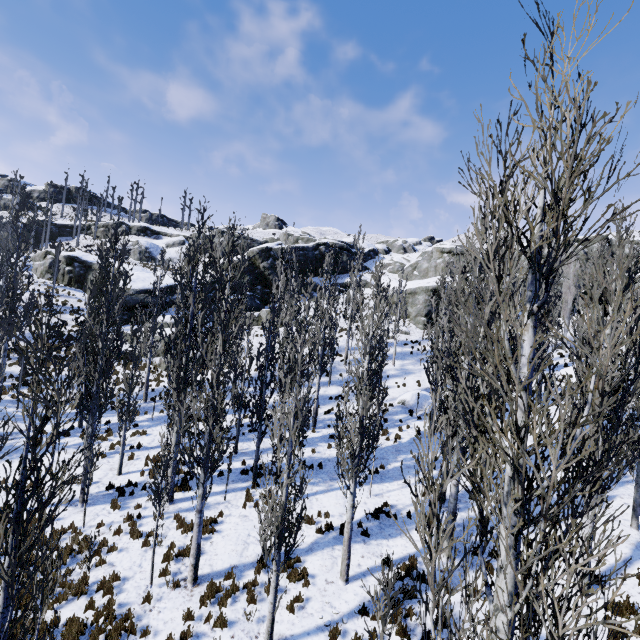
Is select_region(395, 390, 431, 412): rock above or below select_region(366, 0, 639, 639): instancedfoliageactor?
below

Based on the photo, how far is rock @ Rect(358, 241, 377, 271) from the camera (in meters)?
52.08

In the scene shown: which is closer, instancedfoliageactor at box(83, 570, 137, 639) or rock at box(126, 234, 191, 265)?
instancedfoliageactor at box(83, 570, 137, 639)

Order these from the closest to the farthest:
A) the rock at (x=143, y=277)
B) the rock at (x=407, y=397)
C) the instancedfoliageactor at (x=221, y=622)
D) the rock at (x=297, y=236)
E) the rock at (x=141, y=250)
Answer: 1. the instancedfoliageactor at (x=221, y=622)
2. the rock at (x=407, y=397)
3. the rock at (x=143, y=277)
4. the rock at (x=297, y=236)
5. the rock at (x=141, y=250)

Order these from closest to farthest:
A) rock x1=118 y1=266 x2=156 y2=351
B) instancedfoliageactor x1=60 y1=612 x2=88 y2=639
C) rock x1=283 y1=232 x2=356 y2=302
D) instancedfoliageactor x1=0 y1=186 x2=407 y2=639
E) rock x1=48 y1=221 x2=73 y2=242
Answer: instancedfoliageactor x1=0 y1=186 x2=407 y2=639
instancedfoliageactor x1=60 y1=612 x2=88 y2=639
rock x1=118 y1=266 x2=156 y2=351
rock x1=283 y1=232 x2=356 y2=302
rock x1=48 y1=221 x2=73 y2=242

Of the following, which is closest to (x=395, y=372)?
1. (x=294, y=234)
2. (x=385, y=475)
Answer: (x=385, y=475)

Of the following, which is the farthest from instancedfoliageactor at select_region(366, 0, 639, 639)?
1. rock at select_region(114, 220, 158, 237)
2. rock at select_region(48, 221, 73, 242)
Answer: rock at select_region(114, 220, 158, 237)

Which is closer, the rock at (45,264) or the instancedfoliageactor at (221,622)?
the instancedfoliageactor at (221,622)
